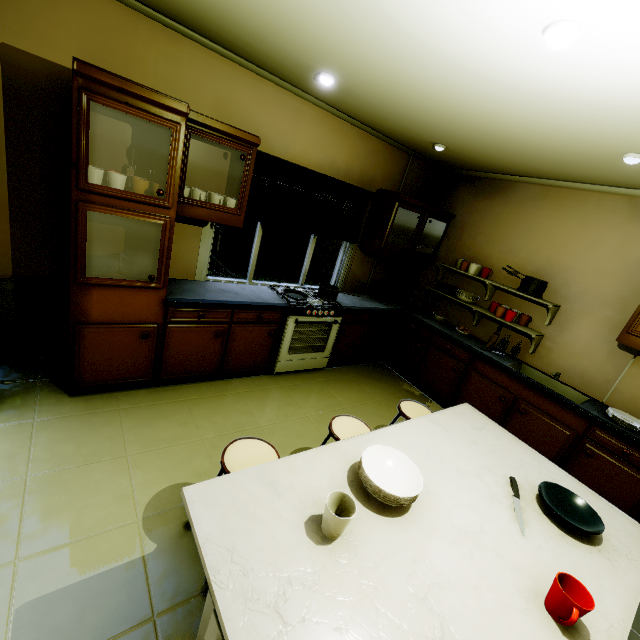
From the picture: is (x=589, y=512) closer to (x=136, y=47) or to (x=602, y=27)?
(x=602, y=27)

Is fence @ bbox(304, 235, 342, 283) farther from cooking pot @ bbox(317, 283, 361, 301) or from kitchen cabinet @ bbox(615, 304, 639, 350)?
cooking pot @ bbox(317, 283, 361, 301)

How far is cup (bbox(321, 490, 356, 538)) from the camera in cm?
113

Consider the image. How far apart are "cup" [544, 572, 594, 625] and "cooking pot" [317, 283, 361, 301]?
2.8 meters

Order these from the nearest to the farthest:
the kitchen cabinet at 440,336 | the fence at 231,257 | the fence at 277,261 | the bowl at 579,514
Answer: the bowl at 579,514 → the kitchen cabinet at 440,336 → the fence at 231,257 → the fence at 277,261

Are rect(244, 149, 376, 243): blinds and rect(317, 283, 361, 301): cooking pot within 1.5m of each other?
yes

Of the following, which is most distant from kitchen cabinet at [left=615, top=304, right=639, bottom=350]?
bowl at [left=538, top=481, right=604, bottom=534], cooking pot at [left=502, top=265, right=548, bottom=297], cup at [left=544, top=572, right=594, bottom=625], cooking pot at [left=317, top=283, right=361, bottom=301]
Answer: cup at [left=544, top=572, right=594, bottom=625]

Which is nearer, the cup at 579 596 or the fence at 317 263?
the cup at 579 596
